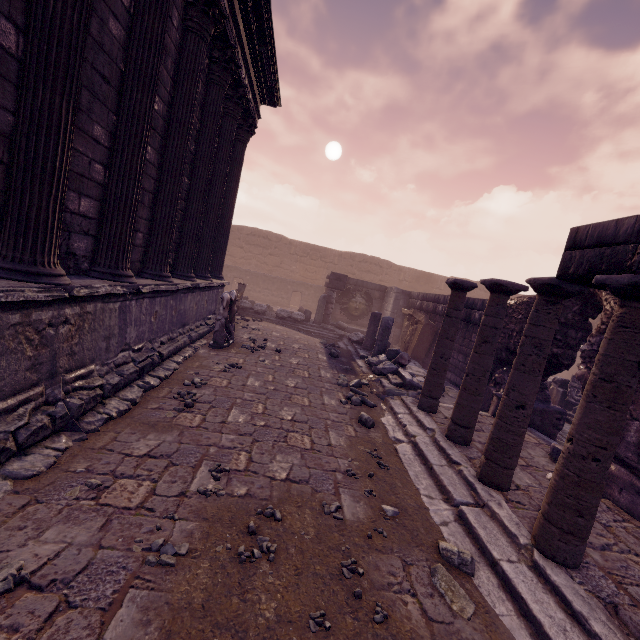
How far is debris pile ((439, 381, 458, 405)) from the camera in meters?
7.3 m

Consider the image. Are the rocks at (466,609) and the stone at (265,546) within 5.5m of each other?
yes

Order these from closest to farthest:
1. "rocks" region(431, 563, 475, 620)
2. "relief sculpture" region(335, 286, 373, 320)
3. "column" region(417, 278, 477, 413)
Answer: "rocks" region(431, 563, 475, 620) → "column" region(417, 278, 477, 413) → "relief sculpture" region(335, 286, 373, 320)

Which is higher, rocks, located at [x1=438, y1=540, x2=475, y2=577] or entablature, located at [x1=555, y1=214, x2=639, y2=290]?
entablature, located at [x1=555, y1=214, x2=639, y2=290]

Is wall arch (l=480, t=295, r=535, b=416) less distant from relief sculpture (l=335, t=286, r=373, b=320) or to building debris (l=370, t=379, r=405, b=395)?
building debris (l=370, t=379, r=405, b=395)

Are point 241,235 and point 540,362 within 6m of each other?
no

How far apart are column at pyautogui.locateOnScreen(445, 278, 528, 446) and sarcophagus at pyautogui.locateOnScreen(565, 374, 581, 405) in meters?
7.0

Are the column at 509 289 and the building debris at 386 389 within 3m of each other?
yes
